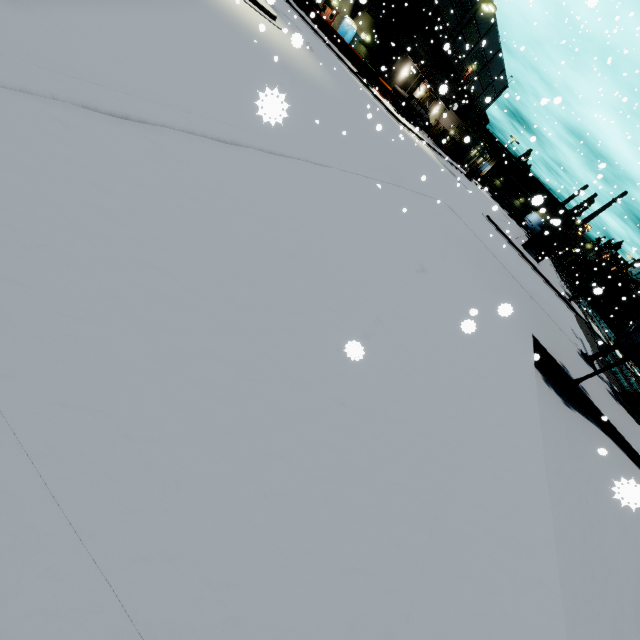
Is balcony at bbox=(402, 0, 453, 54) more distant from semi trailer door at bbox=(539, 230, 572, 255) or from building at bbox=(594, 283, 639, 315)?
semi trailer door at bbox=(539, 230, 572, 255)

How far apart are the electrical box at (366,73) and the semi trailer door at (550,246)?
23.45m

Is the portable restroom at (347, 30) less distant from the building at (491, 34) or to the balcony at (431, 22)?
the building at (491, 34)

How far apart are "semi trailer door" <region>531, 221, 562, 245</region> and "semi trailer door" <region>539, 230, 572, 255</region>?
0.45m

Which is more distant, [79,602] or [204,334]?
[204,334]

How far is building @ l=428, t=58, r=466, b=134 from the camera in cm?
4518

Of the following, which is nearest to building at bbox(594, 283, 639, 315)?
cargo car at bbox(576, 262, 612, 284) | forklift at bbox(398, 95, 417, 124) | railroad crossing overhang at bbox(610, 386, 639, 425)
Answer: cargo car at bbox(576, 262, 612, 284)

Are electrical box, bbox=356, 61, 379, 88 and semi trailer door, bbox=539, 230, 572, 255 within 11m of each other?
no
